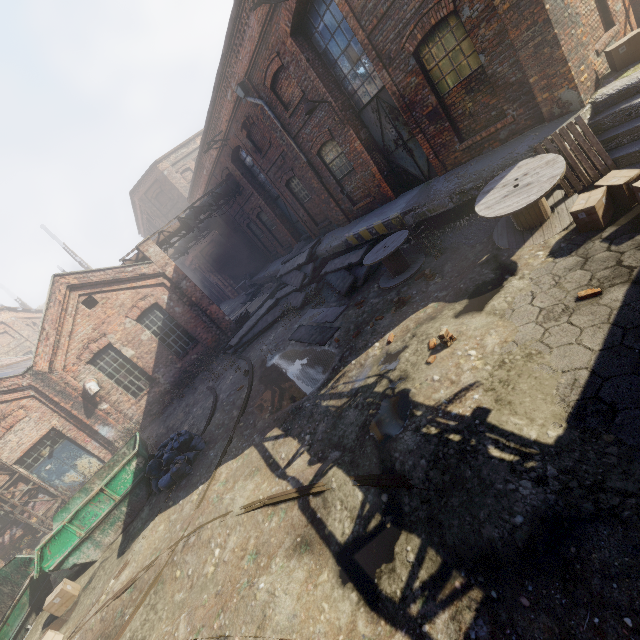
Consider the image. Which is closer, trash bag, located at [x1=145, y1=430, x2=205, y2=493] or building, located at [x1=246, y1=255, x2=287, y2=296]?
trash bag, located at [x1=145, y1=430, x2=205, y2=493]

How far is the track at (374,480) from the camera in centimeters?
411cm

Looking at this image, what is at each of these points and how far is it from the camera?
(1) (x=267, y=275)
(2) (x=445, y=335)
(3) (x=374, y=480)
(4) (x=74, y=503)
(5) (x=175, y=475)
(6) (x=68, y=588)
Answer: (1) building, 22.2m
(2) instancedfoliageactor, 5.4m
(3) track, 4.5m
(4) container, 9.8m
(5) trash bag, 8.5m
(6) carton, 7.8m

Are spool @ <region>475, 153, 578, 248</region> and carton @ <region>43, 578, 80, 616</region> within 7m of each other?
no

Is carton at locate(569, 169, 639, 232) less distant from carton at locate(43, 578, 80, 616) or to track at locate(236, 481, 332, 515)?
track at locate(236, 481, 332, 515)

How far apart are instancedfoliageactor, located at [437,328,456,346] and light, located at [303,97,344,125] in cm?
809

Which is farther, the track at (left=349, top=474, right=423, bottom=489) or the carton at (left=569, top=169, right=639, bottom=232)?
the carton at (left=569, top=169, right=639, bottom=232)

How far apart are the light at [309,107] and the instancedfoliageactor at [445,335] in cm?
809
